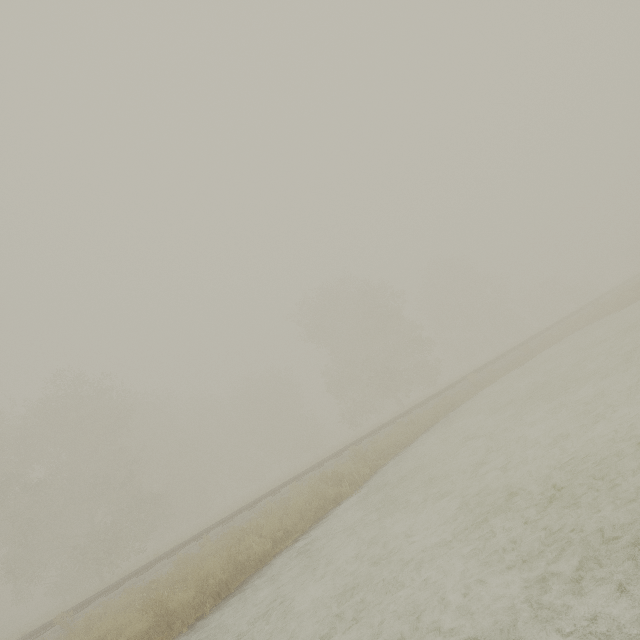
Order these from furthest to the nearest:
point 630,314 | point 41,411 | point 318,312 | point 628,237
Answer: point 628,237 < point 318,312 < point 41,411 < point 630,314
